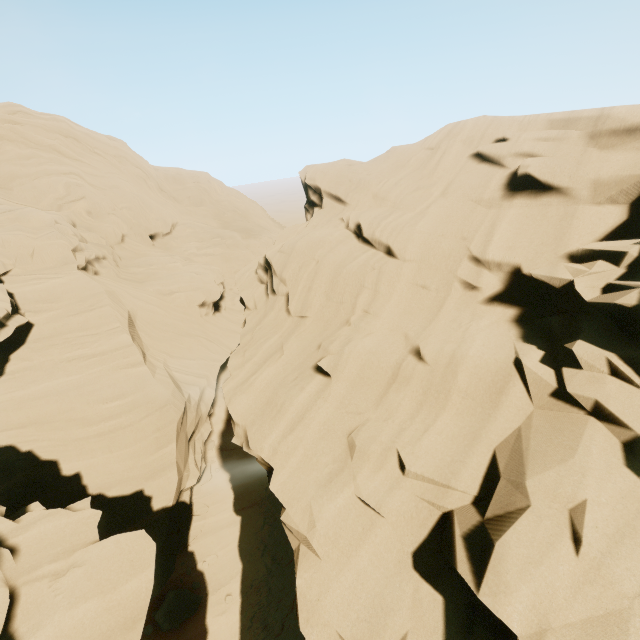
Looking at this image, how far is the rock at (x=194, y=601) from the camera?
13.0m

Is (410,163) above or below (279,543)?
above

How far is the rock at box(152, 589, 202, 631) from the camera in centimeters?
1300cm

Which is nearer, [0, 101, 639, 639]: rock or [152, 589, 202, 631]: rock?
[0, 101, 639, 639]: rock

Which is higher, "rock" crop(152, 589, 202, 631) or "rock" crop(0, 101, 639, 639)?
"rock" crop(0, 101, 639, 639)

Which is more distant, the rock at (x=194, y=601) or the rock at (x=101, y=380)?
the rock at (x=194, y=601)
